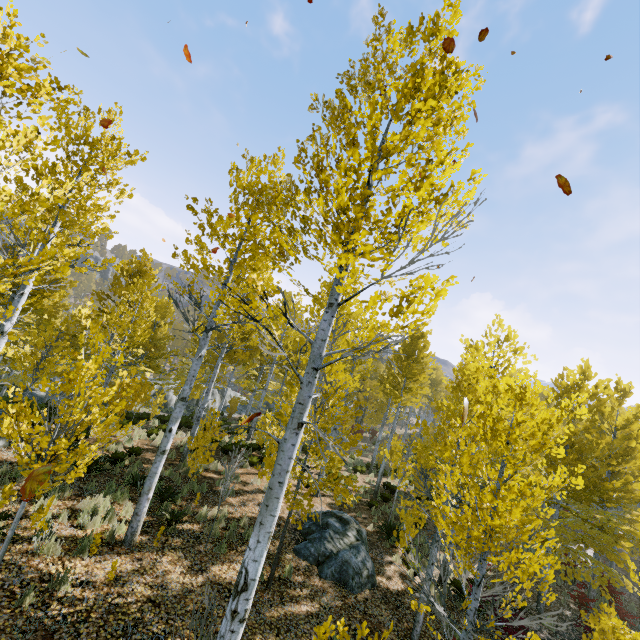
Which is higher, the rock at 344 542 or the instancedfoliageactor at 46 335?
Result: the instancedfoliageactor at 46 335

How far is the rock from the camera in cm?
897

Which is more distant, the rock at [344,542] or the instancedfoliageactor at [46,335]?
the rock at [344,542]

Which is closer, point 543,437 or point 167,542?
point 167,542

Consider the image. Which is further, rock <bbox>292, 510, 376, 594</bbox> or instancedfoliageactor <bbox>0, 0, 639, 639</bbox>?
rock <bbox>292, 510, 376, 594</bbox>

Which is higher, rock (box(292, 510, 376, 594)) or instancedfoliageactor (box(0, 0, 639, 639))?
instancedfoliageactor (box(0, 0, 639, 639))
